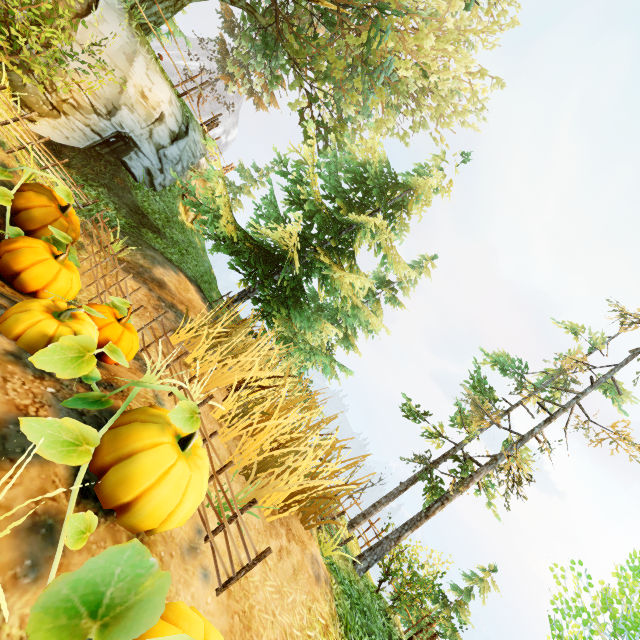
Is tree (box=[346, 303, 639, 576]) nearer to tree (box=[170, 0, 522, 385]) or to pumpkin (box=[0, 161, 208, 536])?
pumpkin (box=[0, 161, 208, 536])

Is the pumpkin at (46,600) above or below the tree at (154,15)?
below

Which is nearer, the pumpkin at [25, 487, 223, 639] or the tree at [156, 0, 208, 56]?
the pumpkin at [25, 487, 223, 639]

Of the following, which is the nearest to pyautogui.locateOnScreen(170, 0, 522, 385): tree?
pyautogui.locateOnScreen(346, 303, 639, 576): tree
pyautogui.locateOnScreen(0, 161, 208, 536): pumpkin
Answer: pyautogui.locateOnScreen(0, 161, 208, 536): pumpkin

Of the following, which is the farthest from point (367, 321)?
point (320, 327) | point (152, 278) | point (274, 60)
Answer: point (274, 60)

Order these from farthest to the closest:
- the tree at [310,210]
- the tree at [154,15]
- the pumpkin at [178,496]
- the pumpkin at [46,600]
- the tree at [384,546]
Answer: the tree at [154,15] → the tree at [310,210] → the tree at [384,546] → the pumpkin at [178,496] → the pumpkin at [46,600]
